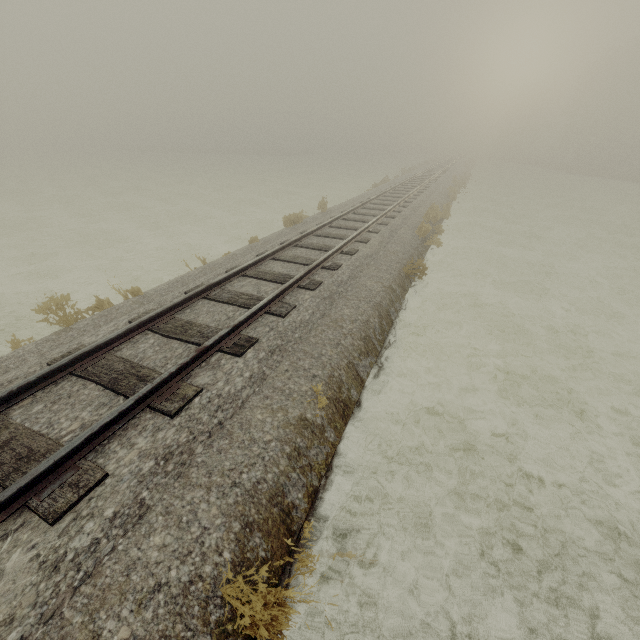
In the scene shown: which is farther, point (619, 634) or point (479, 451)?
point (479, 451)
